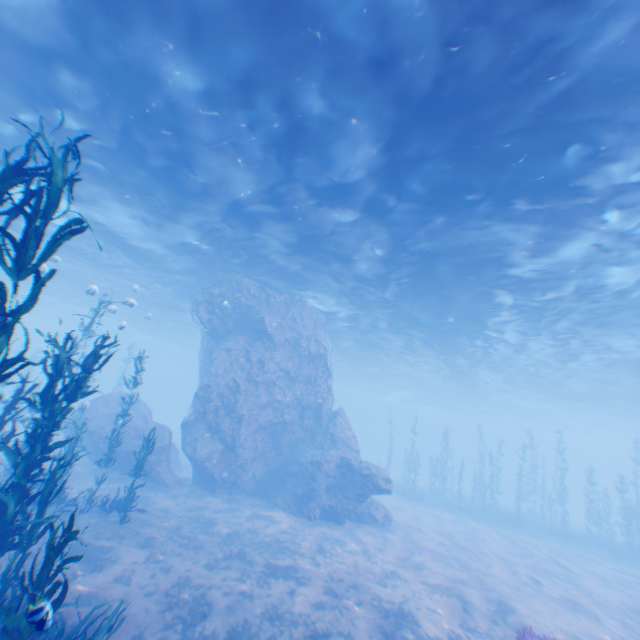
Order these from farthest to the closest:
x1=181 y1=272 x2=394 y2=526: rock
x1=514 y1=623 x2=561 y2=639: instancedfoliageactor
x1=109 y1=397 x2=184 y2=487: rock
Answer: x1=181 y1=272 x2=394 y2=526: rock, x1=109 y1=397 x2=184 y2=487: rock, x1=514 y1=623 x2=561 y2=639: instancedfoliageactor

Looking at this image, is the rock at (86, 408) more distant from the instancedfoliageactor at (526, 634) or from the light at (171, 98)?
the instancedfoliageactor at (526, 634)

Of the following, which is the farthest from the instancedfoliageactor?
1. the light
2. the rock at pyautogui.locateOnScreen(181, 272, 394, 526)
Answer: the light

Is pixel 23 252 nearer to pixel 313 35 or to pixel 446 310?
pixel 313 35

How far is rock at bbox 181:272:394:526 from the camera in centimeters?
1658cm

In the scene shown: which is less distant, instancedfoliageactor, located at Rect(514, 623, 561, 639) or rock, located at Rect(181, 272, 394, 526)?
instancedfoliageactor, located at Rect(514, 623, 561, 639)

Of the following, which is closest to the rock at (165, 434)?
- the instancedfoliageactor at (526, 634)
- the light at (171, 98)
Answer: the light at (171, 98)
